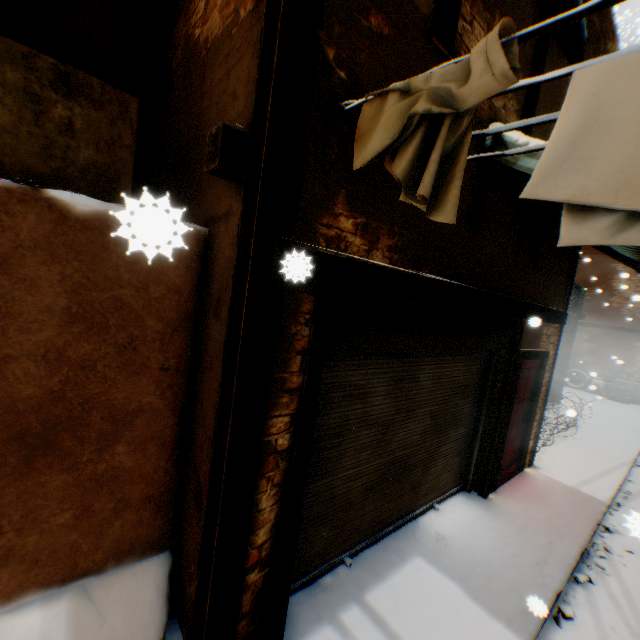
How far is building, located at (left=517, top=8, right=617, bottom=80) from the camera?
3.88m

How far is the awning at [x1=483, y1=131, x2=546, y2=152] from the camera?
3.2m

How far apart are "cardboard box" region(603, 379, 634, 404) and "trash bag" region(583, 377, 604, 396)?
0.1 meters

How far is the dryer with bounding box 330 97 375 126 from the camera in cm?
205

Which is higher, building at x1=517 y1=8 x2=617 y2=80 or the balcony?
building at x1=517 y1=8 x2=617 y2=80

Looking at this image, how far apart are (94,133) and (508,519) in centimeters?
684cm

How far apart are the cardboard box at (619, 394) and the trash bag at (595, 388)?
0.1 meters

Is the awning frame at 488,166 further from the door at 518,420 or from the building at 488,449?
the door at 518,420
